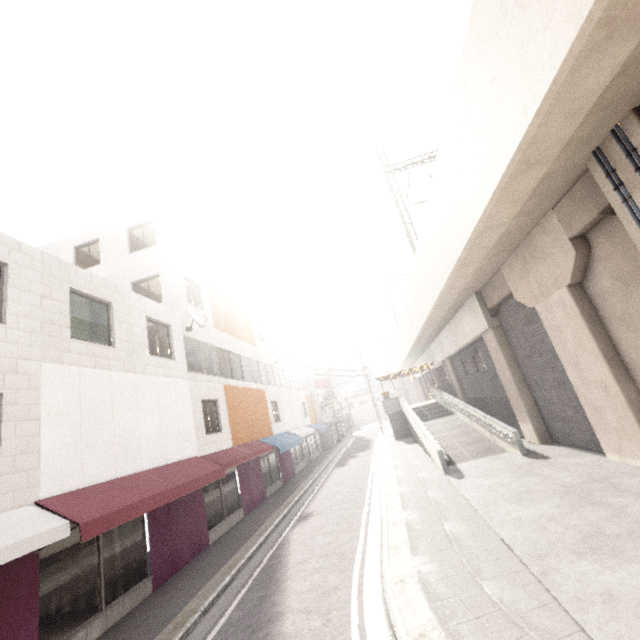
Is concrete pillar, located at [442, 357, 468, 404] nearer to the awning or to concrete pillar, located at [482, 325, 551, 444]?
concrete pillar, located at [482, 325, 551, 444]

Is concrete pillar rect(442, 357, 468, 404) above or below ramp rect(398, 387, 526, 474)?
above

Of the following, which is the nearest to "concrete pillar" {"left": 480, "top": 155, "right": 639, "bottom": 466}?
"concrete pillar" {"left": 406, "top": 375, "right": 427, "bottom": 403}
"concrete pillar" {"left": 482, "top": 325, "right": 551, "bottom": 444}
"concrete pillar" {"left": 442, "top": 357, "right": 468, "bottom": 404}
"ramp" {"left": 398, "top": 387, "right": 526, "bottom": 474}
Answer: "concrete pillar" {"left": 482, "top": 325, "right": 551, "bottom": 444}

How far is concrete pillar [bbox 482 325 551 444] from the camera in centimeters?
1347cm

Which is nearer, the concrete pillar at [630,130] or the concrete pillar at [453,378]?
the concrete pillar at [630,130]

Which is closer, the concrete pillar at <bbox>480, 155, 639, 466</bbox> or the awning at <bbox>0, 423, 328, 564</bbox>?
the awning at <bbox>0, 423, 328, 564</bbox>

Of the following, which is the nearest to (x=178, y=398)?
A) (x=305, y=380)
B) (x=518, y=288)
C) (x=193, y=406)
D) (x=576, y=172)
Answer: (x=193, y=406)

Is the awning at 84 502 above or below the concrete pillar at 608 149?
below
